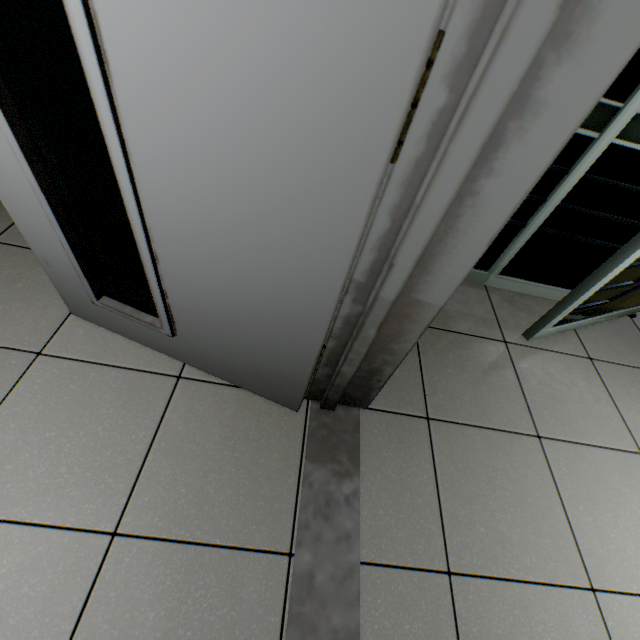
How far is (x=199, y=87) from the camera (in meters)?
0.50

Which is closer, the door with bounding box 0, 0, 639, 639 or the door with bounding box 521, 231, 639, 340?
the door with bounding box 0, 0, 639, 639

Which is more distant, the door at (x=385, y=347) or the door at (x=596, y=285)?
the door at (x=596, y=285)
